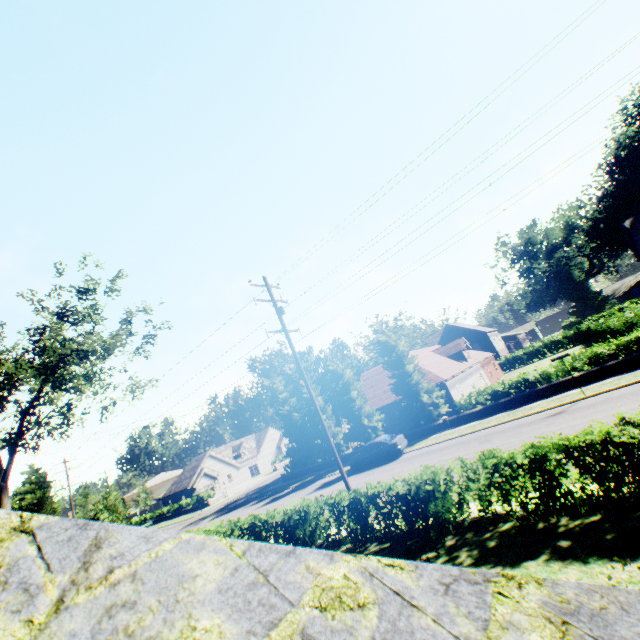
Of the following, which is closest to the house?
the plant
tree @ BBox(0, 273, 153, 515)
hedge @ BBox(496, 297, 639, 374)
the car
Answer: the plant

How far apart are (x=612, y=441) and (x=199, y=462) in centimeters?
6111cm

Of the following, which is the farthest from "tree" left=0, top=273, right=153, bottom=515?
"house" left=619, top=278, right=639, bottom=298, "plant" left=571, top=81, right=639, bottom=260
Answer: "house" left=619, top=278, right=639, bottom=298

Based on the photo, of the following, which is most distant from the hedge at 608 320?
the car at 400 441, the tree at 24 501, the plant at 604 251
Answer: the car at 400 441

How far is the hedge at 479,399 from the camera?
21.67m

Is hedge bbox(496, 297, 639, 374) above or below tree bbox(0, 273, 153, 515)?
below

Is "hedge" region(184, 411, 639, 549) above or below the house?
below

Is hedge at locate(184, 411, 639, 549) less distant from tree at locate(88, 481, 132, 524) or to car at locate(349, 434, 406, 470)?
tree at locate(88, 481, 132, 524)
